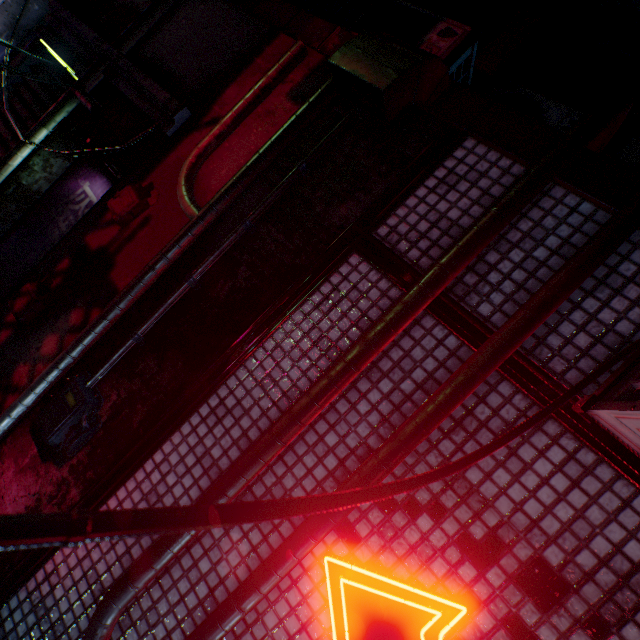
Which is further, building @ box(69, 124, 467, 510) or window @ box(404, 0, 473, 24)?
window @ box(404, 0, 473, 24)

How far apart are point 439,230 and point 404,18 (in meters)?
2.73

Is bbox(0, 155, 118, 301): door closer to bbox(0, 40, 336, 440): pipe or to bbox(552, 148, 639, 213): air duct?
bbox(0, 40, 336, 440): pipe

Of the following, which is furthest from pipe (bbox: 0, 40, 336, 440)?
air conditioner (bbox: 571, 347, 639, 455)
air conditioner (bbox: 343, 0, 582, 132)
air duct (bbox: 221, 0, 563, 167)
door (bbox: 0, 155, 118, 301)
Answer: air conditioner (bbox: 571, 347, 639, 455)

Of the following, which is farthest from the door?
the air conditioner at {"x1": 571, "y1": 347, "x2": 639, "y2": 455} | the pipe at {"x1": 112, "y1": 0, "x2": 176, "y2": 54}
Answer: the air conditioner at {"x1": 571, "y1": 347, "x2": 639, "y2": 455}

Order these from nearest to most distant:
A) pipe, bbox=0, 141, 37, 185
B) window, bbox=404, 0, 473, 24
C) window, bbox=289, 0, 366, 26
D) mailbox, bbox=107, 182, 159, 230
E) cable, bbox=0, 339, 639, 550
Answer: cable, bbox=0, 339, 639, 550 < mailbox, bbox=107, 182, 159, 230 < pipe, bbox=0, 141, 37, 185 < window, bbox=404, 0, 473, 24 < window, bbox=289, 0, 366, 26

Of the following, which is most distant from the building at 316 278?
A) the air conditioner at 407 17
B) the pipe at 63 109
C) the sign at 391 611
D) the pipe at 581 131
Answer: the pipe at 63 109

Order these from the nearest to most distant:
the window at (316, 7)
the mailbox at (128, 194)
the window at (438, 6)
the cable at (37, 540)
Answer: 1. the cable at (37, 540)
2. the mailbox at (128, 194)
3. the window at (438, 6)
4. the window at (316, 7)
